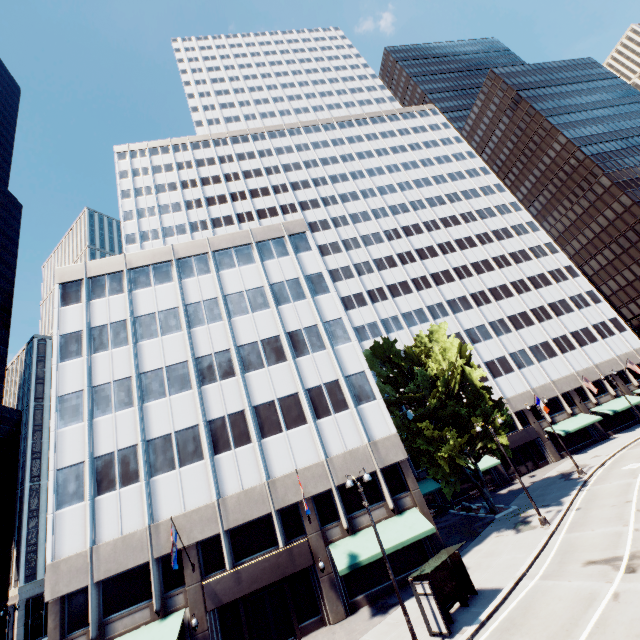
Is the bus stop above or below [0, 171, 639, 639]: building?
below

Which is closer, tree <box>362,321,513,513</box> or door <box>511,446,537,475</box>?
tree <box>362,321,513,513</box>

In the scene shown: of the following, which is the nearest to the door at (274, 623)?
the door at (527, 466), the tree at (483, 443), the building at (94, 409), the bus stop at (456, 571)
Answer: the building at (94, 409)

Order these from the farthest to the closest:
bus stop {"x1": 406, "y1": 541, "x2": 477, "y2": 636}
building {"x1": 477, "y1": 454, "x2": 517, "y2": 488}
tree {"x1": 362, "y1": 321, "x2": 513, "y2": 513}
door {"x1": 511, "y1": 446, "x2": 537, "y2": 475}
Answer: door {"x1": 511, "y1": 446, "x2": 537, "y2": 475} < building {"x1": 477, "y1": 454, "x2": 517, "y2": 488} < tree {"x1": 362, "y1": 321, "x2": 513, "y2": 513} < bus stop {"x1": 406, "y1": 541, "x2": 477, "y2": 636}

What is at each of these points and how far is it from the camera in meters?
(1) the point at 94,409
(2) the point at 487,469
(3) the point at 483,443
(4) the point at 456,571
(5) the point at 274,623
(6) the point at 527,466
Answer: (1) building, 24.7
(2) building, 40.1
(3) tree, 27.4
(4) bus stop, 17.0
(5) door, 19.9
(6) door, 40.7

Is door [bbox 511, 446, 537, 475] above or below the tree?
below

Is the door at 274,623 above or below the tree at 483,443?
below

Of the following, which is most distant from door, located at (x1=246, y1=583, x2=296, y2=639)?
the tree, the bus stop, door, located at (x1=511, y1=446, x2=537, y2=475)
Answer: door, located at (x1=511, y1=446, x2=537, y2=475)
